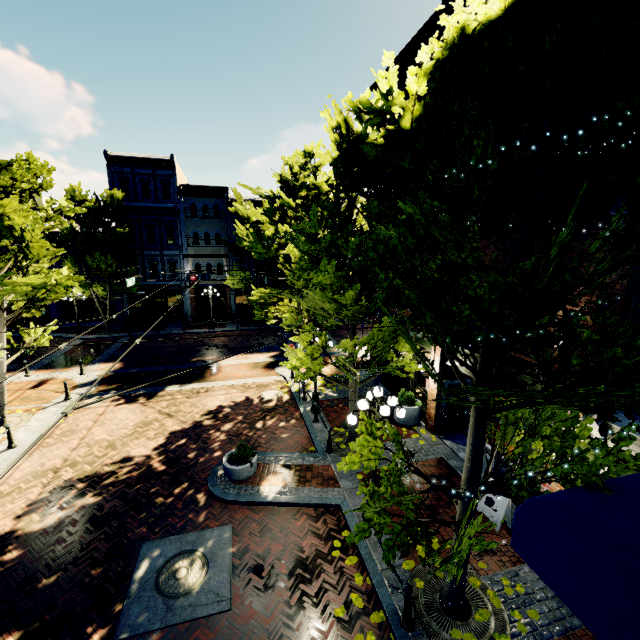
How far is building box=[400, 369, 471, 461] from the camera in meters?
11.5 m

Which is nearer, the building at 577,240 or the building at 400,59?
the building at 577,240

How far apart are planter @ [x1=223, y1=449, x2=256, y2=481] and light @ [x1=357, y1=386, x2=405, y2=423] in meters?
3.4

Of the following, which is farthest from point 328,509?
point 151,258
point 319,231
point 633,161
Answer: point 151,258

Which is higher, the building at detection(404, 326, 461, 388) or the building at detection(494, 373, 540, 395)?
the building at detection(494, 373, 540, 395)

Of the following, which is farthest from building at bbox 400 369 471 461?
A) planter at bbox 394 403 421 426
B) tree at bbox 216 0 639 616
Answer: planter at bbox 394 403 421 426

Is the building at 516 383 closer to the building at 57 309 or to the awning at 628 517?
the building at 57 309

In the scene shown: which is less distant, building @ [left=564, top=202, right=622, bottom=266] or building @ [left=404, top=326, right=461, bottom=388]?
building @ [left=564, top=202, right=622, bottom=266]
